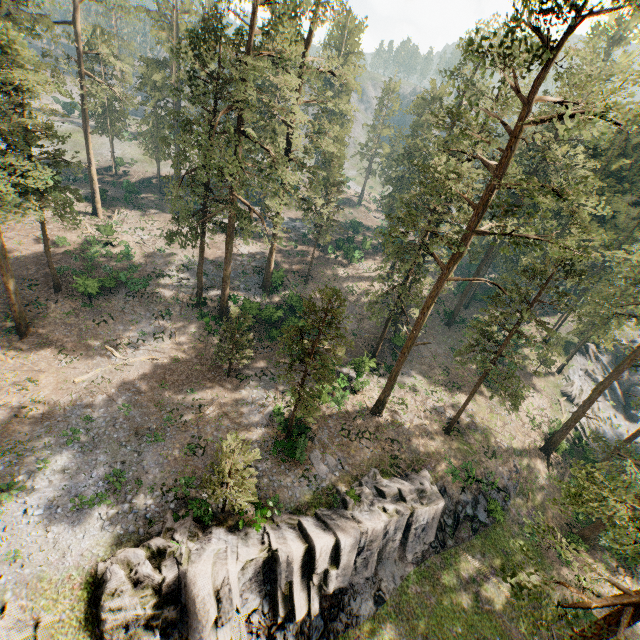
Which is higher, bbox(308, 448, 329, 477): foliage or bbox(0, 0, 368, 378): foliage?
bbox(0, 0, 368, 378): foliage

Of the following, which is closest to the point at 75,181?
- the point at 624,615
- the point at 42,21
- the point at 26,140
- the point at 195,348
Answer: the point at 42,21

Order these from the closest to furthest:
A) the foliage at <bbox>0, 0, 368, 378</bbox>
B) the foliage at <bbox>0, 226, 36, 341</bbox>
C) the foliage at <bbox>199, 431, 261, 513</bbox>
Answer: the foliage at <bbox>199, 431, 261, 513</bbox> < the foliage at <bbox>0, 0, 368, 378</bbox> < the foliage at <bbox>0, 226, 36, 341</bbox>

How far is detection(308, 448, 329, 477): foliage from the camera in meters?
25.0 m

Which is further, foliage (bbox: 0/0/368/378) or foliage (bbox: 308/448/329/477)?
foliage (bbox: 308/448/329/477)

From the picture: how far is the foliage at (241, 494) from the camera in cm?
1783

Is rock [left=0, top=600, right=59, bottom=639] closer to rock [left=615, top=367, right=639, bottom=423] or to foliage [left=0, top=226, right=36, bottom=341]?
foliage [left=0, top=226, right=36, bottom=341]
